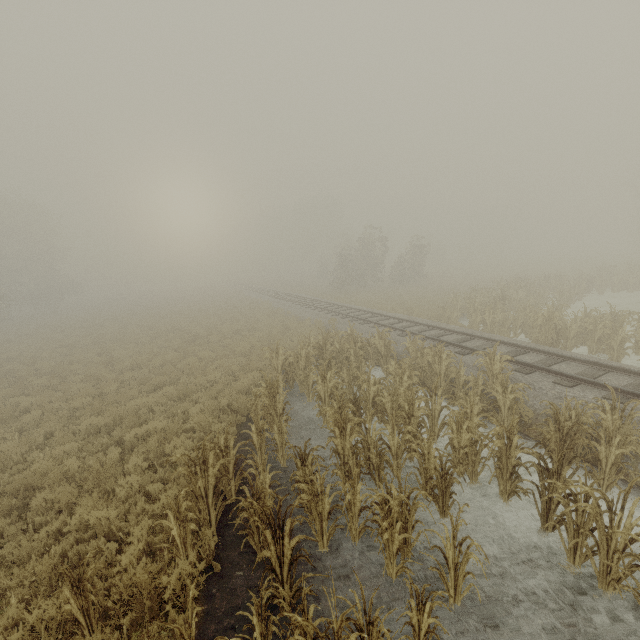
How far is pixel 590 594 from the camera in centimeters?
466cm

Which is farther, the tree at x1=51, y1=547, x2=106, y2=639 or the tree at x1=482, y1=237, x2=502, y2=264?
the tree at x1=482, y1=237, x2=502, y2=264

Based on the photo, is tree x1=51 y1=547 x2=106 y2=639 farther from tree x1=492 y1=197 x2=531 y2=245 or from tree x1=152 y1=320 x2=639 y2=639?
tree x1=492 y1=197 x2=531 y2=245

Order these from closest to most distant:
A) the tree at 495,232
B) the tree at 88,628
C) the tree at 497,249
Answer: the tree at 88,628, the tree at 495,232, the tree at 497,249

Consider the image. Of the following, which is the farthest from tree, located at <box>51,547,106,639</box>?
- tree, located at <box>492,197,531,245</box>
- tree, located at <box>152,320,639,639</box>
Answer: tree, located at <box>492,197,531,245</box>

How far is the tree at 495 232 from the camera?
53.1m
